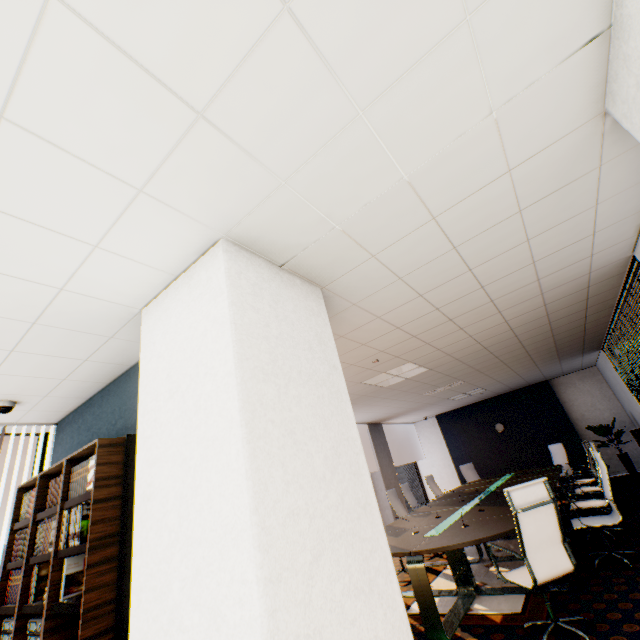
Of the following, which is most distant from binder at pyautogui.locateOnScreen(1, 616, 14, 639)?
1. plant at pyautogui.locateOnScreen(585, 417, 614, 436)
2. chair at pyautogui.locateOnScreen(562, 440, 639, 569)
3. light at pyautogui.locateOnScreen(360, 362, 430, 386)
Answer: plant at pyautogui.locateOnScreen(585, 417, 614, 436)

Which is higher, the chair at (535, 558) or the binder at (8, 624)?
the binder at (8, 624)

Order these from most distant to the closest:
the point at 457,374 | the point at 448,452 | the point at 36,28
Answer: the point at 448,452 → the point at 457,374 → the point at 36,28

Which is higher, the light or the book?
the light

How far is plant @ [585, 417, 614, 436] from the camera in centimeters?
891cm

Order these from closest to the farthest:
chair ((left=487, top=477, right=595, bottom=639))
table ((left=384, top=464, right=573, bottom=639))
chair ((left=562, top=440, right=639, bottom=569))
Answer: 1. chair ((left=487, top=477, right=595, bottom=639))
2. table ((left=384, top=464, right=573, bottom=639))
3. chair ((left=562, top=440, right=639, bottom=569))

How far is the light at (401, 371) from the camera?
5.4m

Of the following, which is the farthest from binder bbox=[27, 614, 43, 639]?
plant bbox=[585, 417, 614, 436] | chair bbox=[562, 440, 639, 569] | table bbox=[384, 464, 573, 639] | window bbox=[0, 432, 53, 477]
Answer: plant bbox=[585, 417, 614, 436]
